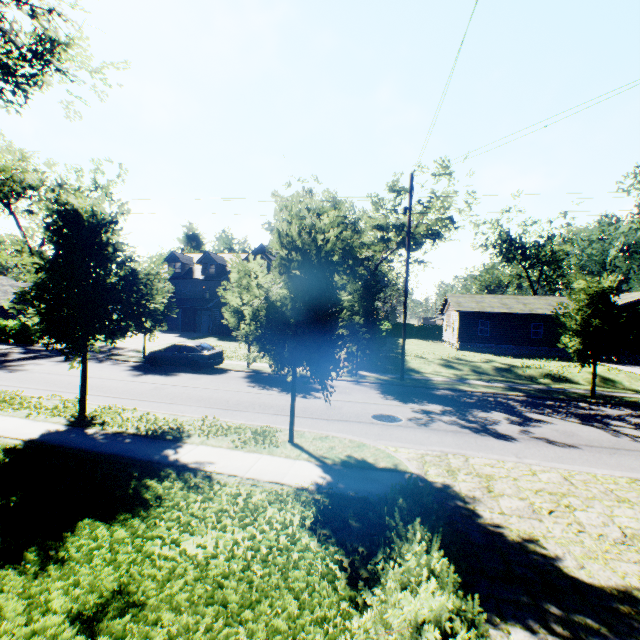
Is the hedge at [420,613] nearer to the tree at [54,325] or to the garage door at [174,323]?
the tree at [54,325]

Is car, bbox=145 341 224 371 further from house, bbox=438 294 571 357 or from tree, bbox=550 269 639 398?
house, bbox=438 294 571 357

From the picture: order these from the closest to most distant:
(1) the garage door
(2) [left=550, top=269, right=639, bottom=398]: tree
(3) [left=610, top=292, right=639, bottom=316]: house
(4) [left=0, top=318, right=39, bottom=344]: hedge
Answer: (2) [left=550, top=269, right=639, bottom=398]: tree < (3) [left=610, top=292, right=639, bottom=316]: house < (4) [left=0, top=318, right=39, bottom=344]: hedge < (1) the garage door

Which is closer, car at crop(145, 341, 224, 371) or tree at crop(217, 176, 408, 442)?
tree at crop(217, 176, 408, 442)

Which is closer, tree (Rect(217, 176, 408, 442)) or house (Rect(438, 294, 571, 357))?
tree (Rect(217, 176, 408, 442))

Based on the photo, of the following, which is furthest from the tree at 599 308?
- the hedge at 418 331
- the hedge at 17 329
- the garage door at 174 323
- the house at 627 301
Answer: the hedge at 418 331

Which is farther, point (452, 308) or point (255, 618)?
point (452, 308)
